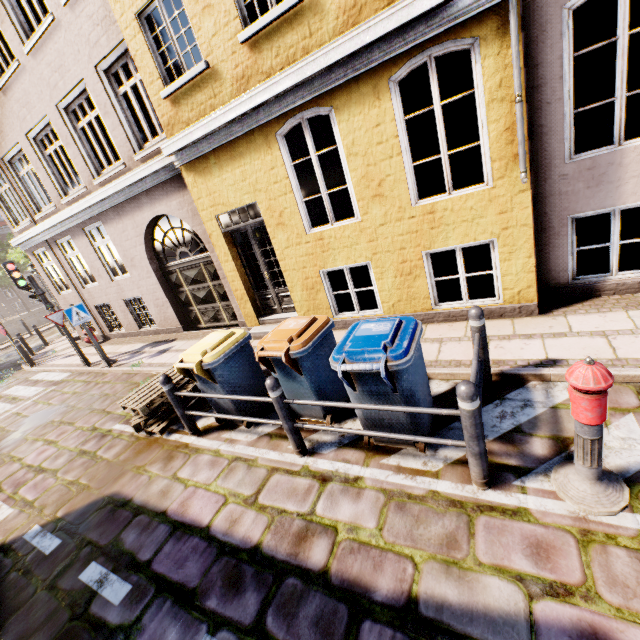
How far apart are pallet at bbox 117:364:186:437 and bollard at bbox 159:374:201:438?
0.47m

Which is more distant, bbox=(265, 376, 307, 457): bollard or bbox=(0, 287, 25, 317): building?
bbox=(0, 287, 25, 317): building

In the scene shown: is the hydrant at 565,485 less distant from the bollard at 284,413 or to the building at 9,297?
the bollard at 284,413

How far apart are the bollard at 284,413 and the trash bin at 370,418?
0.7m

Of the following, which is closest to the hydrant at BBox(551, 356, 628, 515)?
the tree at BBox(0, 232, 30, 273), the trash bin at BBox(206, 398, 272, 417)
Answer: the trash bin at BBox(206, 398, 272, 417)

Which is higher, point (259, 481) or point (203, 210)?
point (203, 210)

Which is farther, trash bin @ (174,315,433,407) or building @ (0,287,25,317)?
building @ (0,287,25,317)

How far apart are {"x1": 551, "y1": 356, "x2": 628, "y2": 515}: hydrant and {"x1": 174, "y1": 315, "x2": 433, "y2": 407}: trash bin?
2.3 meters
